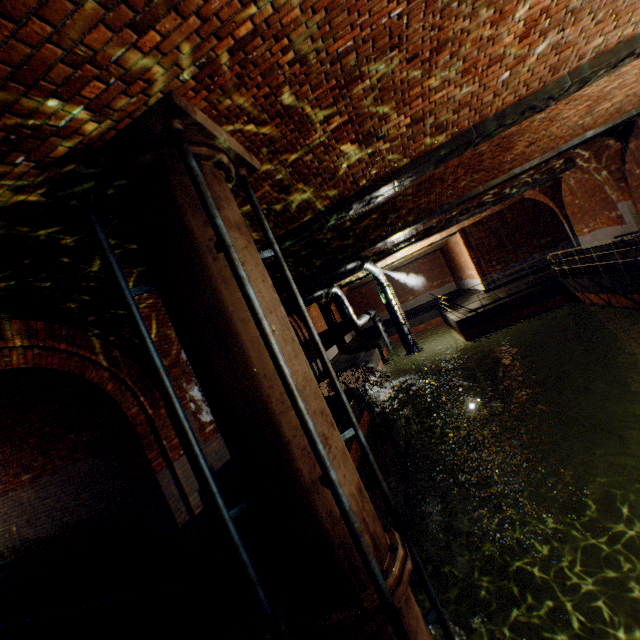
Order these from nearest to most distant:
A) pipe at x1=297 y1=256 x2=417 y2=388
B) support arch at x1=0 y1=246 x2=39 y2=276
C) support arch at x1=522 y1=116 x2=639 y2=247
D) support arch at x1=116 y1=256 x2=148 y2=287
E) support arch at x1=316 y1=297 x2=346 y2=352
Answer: support arch at x1=0 y1=246 x2=39 y2=276, support arch at x1=116 y1=256 x2=148 y2=287, support arch at x1=522 y1=116 x2=639 y2=247, pipe at x1=297 y1=256 x2=417 y2=388, support arch at x1=316 y1=297 x2=346 y2=352

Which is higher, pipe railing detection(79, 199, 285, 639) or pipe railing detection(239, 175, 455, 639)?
pipe railing detection(79, 199, 285, 639)

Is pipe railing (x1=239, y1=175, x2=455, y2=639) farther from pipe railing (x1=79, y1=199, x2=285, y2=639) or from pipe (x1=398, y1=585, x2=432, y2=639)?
pipe railing (x1=79, y1=199, x2=285, y2=639)

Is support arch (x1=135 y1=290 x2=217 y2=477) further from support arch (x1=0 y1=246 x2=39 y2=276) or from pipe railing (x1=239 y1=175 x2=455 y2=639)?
pipe railing (x1=239 y1=175 x2=455 y2=639)

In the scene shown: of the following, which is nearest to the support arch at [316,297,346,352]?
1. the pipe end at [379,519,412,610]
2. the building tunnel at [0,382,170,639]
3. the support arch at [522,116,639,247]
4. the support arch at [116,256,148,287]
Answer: the support arch at [522,116,639,247]

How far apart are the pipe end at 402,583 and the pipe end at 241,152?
3.89m

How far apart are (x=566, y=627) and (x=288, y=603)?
7.9 meters

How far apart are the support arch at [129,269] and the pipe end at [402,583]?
3.7m
